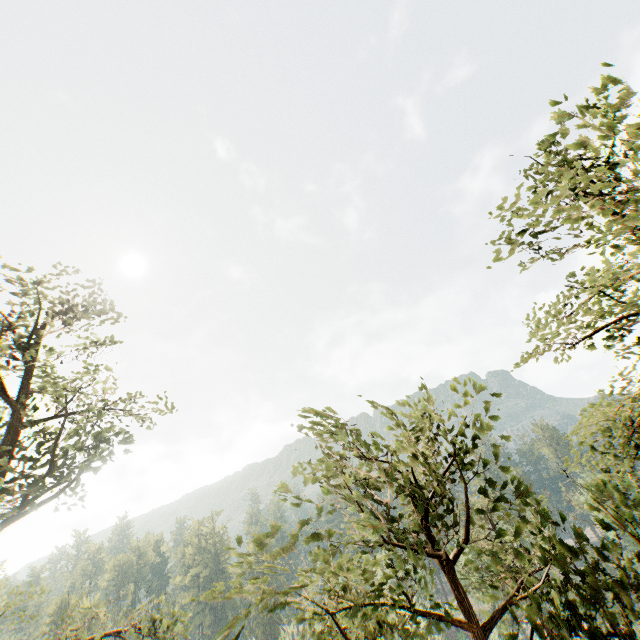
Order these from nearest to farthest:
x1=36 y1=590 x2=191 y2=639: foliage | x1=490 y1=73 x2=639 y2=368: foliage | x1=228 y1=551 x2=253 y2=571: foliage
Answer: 1. x1=228 y1=551 x2=253 y2=571: foliage
2. x1=490 y1=73 x2=639 y2=368: foliage
3. x1=36 y1=590 x2=191 y2=639: foliage

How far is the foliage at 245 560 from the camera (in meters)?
3.58

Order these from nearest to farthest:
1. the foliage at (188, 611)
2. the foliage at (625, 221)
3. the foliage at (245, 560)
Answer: the foliage at (245, 560) → the foliage at (625, 221) → the foliage at (188, 611)

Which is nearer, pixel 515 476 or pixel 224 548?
pixel 224 548

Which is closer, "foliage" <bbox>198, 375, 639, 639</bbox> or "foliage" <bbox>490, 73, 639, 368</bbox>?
"foliage" <bbox>198, 375, 639, 639</bbox>

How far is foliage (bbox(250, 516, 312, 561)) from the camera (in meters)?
3.61
